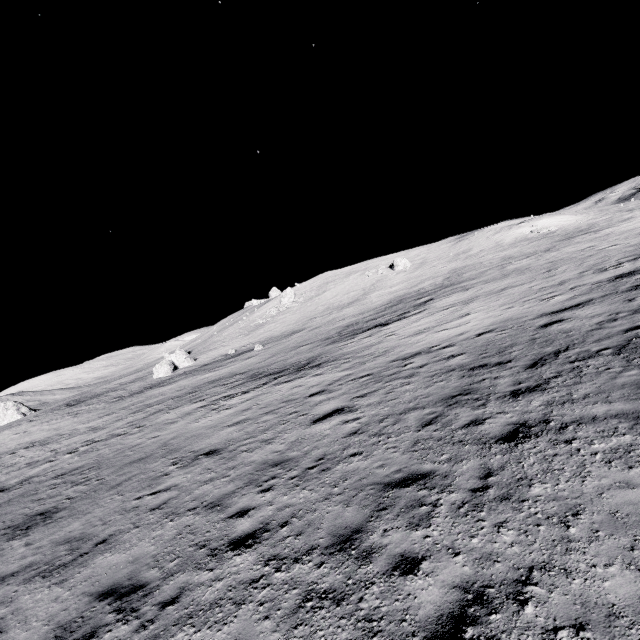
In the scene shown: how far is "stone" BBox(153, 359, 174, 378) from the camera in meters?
45.5 m

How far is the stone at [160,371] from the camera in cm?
4547

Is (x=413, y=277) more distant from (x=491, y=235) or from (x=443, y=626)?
(x=443, y=626)
